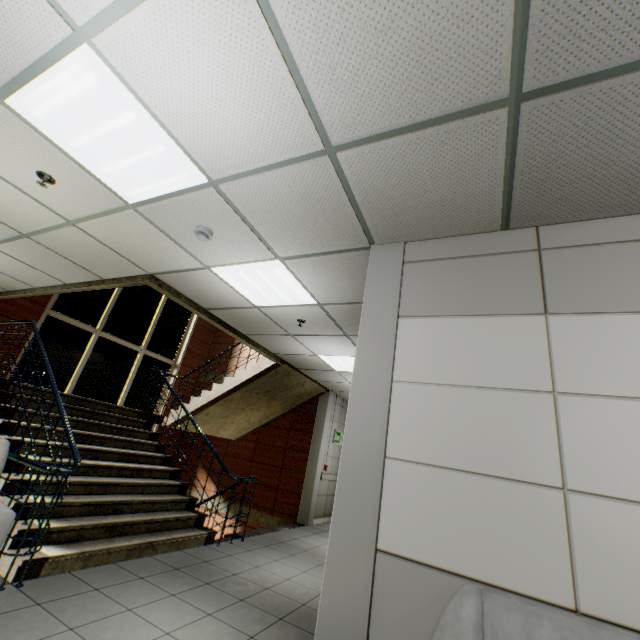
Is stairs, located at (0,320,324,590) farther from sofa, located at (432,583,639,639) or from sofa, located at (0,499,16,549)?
sofa, located at (432,583,639,639)

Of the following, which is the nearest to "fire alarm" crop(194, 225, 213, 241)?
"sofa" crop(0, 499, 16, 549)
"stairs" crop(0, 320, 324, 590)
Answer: "stairs" crop(0, 320, 324, 590)

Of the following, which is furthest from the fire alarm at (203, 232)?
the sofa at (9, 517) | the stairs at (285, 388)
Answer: the sofa at (9, 517)

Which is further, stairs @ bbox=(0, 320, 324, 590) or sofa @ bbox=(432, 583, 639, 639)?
stairs @ bbox=(0, 320, 324, 590)

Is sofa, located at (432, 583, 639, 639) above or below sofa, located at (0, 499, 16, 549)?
above

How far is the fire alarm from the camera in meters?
3.0

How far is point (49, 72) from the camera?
1.9m

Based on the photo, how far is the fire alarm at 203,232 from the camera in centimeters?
299cm
